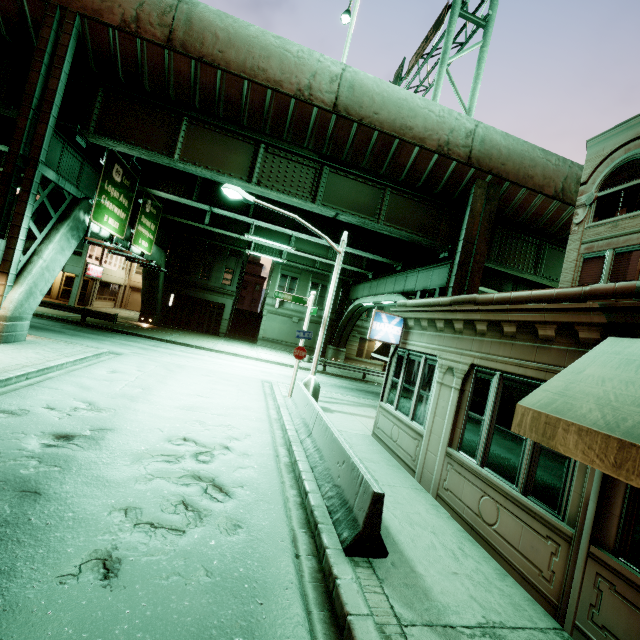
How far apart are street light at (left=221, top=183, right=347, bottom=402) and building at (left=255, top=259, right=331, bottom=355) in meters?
21.5 m

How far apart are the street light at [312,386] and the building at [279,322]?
21.53m

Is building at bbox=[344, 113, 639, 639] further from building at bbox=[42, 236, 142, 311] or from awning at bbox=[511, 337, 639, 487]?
building at bbox=[42, 236, 142, 311]

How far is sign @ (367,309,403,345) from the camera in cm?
→ 1043

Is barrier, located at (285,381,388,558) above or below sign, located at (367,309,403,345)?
below

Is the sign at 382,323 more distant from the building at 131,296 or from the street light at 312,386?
the building at 131,296

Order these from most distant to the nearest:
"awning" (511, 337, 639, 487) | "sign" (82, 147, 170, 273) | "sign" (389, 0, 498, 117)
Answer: "sign" (389, 0, 498, 117), "sign" (82, 147, 170, 273), "awning" (511, 337, 639, 487)

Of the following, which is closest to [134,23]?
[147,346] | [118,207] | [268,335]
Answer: [118,207]
